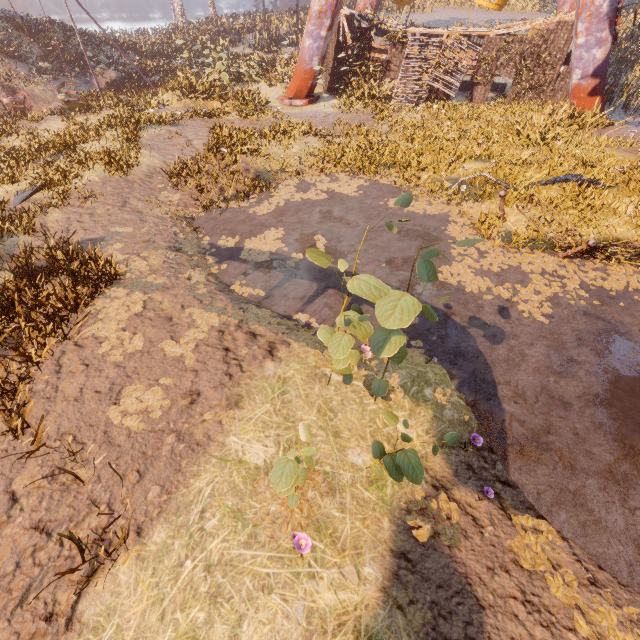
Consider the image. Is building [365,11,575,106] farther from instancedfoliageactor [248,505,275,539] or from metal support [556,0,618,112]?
instancedfoliageactor [248,505,275,539]

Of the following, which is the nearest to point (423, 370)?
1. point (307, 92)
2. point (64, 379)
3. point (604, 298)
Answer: point (604, 298)

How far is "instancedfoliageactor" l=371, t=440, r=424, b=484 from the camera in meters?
3.1

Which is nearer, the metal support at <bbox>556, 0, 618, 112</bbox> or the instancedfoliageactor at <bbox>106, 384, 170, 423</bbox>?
the instancedfoliageactor at <bbox>106, 384, 170, 423</bbox>

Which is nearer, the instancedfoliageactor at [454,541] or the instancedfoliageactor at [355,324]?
the instancedfoliageactor at [355,324]

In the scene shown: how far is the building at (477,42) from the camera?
16.0 meters

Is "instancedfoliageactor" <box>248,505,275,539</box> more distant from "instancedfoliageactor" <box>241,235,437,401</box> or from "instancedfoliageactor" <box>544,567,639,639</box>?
"instancedfoliageactor" <box>544,567,639,639</box>

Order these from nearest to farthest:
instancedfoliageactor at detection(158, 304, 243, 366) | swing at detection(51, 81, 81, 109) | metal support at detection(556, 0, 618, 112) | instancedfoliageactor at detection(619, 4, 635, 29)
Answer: instancedfoliageactor at detection(158, 304, 243, 366) < metal support at detection(556, 0, 618, 112) < swing at detection(51, 81, 81, 109) < instancedfoliageactor at detection(619, 4, 635, 29)
